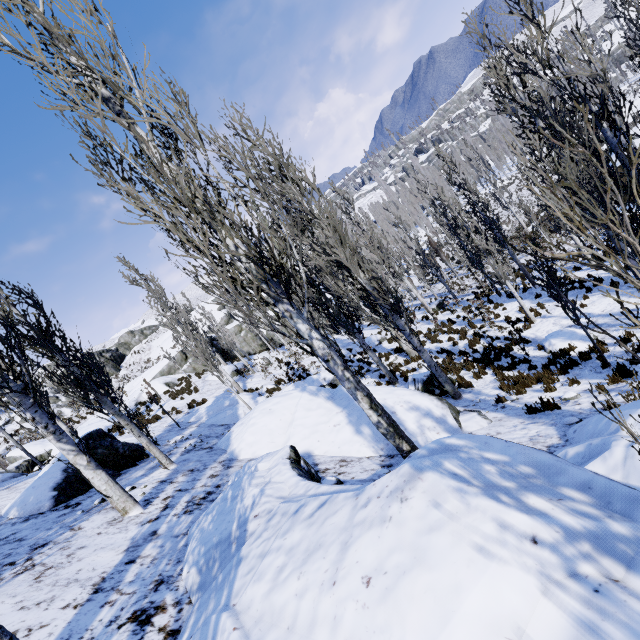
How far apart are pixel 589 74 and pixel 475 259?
9.3m

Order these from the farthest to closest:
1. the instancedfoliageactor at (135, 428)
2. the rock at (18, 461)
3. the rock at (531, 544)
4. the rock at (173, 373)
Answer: the rock at (173, 373) < the rock at (18, 461) < the instancedfoliageactor at (135, 428) < the rock at (531, 544)

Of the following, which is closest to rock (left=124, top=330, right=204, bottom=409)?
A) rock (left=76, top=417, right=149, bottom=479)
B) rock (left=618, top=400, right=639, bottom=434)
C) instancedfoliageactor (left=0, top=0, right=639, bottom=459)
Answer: instancedfoliageactor (left=0, top=0, right=639, bottom=459)

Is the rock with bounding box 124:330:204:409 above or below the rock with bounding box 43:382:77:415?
below

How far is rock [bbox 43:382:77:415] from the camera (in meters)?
32.25

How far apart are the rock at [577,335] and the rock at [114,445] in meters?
13.2 m

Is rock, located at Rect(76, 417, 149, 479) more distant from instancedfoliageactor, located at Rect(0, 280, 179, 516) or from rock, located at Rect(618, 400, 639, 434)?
rock, located at Rect(618, 400, 639, 434)

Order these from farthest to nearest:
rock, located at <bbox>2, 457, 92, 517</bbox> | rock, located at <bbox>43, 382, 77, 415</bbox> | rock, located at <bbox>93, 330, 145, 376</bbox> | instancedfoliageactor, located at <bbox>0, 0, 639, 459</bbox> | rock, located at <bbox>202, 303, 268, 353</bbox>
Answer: rock, located at <bbox>93, 330, 145, 376</bbox> < rock, located at <bbox>202, 303, 268, 353</bbox> < rock, located at <bbox>43, 382, 77, 415</bbox> < rock, located at <bbox>2, 457, 92, 517</bbox> < instancedfoliageactor, located at <bbox>0, 0, 639, 459</bbox>
